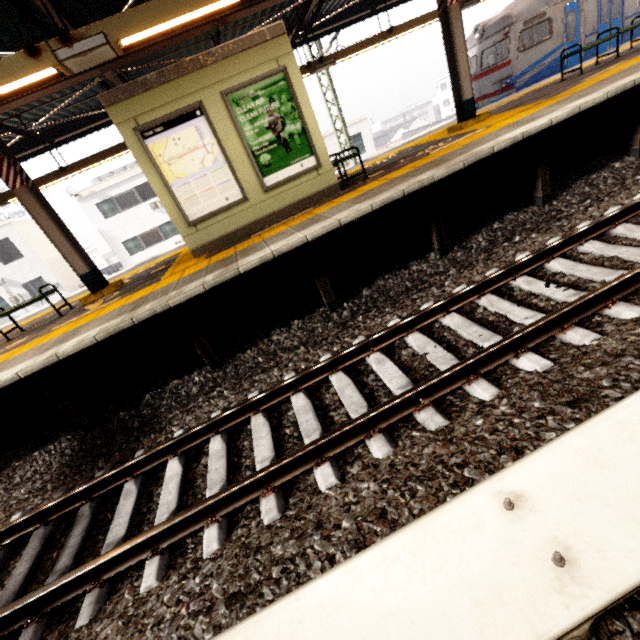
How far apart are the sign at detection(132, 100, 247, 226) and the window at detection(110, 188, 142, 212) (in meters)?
21.70

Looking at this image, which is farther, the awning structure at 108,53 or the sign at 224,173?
the sign at 224,173

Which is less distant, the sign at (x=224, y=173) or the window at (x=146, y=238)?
the sign at (x=224, y=173)

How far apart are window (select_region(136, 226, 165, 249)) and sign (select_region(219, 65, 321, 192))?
22.1m

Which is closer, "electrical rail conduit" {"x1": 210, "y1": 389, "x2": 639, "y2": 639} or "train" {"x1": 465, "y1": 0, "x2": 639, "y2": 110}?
"electrical rail conduit" {"x1": 210, "y1": 389, "x2": 639, "y2": 639}

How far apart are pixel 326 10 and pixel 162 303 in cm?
1150

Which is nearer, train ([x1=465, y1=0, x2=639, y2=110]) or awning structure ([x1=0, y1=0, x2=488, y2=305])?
awning structure ([x1=0, y1=0, x2=488, y2=305])

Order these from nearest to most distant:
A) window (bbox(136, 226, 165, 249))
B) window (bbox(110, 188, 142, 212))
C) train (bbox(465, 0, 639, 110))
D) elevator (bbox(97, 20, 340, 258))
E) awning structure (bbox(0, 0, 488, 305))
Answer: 1. awning structure (bbox(0, 0, 488, 305))
2. elevator (bbox(97, 20, 340, 258))
3. train (bbox(465, 0, 639, 110))
4. window (bbox(110, 188, 142, 212))
5. window (bbox(136, 226, 165, 249))
